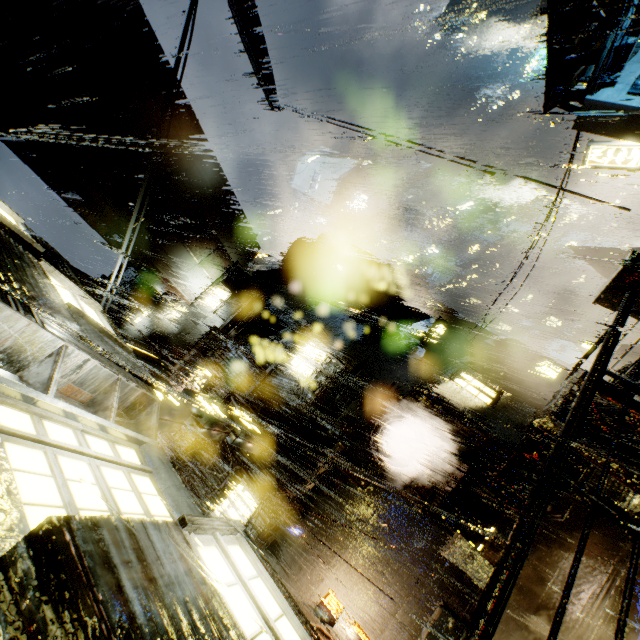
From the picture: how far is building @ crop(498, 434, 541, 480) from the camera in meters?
14.2

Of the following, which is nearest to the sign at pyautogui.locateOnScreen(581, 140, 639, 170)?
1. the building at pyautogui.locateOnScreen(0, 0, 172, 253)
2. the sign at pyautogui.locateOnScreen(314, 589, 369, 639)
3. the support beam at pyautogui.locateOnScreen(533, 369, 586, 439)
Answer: the building at pyautogui.locateOnScreen(0, 0, 172, 253)

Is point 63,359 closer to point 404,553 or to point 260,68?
point 404,553

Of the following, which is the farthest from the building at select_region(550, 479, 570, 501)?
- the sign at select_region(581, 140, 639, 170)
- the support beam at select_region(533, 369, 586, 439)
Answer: the sign at select_region(581, 140, 639, 170)

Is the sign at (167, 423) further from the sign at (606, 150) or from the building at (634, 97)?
the sign at (606, 150)

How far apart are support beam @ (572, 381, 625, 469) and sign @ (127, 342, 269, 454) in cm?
766

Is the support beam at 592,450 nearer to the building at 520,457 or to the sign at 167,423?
the building at 520,457
